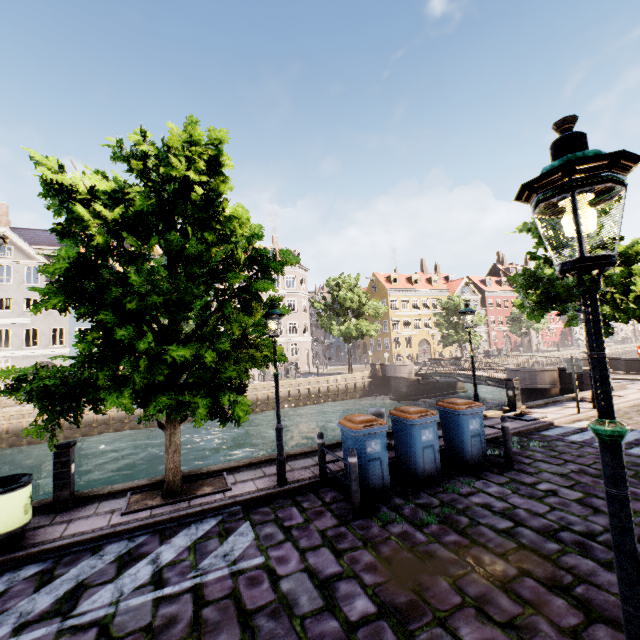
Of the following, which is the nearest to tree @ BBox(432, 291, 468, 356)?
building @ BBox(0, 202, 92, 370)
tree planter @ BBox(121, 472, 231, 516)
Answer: tree planter @ BBox(121, 472, 231, 516)

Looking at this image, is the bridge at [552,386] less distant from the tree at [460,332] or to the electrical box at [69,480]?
the tree at [460,332]

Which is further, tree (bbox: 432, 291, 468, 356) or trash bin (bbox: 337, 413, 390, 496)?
tree (bbox: 432, 291, 468, 356)

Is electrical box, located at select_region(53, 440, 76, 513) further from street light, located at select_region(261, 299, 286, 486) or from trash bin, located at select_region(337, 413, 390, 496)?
trash bin, located at select_region(337, 413, 390, 496)

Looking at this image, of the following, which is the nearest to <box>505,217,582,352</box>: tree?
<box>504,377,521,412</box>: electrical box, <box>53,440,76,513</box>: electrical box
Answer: <box>53,440,76,513</box>: electrical box

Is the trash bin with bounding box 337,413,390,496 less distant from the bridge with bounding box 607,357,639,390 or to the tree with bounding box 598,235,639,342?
the tree with bounding box 598,235,639,342

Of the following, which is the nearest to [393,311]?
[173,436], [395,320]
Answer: [395,320]

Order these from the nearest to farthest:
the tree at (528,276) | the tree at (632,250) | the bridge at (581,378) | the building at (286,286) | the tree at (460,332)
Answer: the tree at (632,250), the tree at (528,276), the bridge at (581,378), the tree at (460,332), the building at (286,286)
